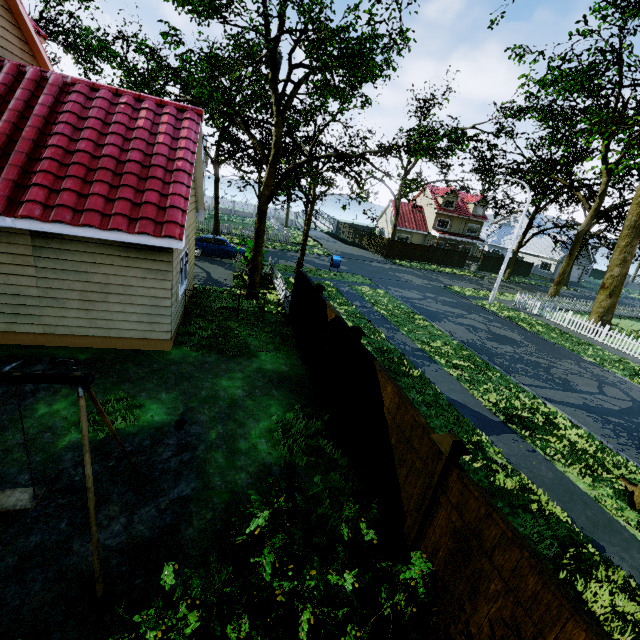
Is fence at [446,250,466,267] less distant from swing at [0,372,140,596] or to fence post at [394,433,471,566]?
fence post at [394,433,471,566]

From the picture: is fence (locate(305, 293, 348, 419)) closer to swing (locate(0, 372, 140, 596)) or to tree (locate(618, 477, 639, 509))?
tree (locate(618, 477, 639, 509))

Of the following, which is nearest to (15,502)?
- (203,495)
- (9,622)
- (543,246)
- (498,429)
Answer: (9,622)

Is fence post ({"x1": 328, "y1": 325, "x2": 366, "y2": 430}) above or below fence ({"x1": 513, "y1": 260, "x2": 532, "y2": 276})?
above

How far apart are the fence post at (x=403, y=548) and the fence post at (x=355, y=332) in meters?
2.8 m

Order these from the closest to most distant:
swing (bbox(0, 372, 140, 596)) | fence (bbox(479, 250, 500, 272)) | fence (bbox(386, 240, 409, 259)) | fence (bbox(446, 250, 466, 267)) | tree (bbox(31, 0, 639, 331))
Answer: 1. swing (bbox(0, 372, 140, 596))
2. tree (bbox(31, 0, 639, 331))
3. fence (bbox(386, 240, 409, 259))
4. fence (bbox(446, 250, 466, 267))
5. fence (bbox(479, 250, 500, 272))

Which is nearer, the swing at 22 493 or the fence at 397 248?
the swing at 22 493

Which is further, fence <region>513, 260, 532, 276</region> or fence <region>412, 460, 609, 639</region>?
fence <region>513, 260, 532, 276</region>
